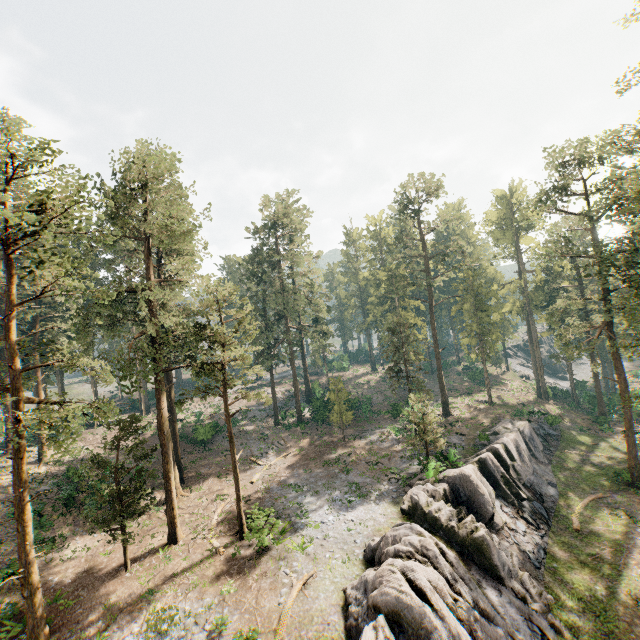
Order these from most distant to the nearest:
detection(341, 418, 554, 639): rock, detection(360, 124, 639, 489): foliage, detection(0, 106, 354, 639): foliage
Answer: detection(360, 124, 639, 489): foliage < detection(0, 106, 354, 639): foliage < detection(341, 418, 554, 639): rock

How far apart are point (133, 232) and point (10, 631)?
25.4 meters

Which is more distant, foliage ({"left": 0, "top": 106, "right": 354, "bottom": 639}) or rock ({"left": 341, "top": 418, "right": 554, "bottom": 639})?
foliage ({"left": 0, "top": 106, "right": 354, "bottom": 639})

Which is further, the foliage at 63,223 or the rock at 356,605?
the foliage at 63,223

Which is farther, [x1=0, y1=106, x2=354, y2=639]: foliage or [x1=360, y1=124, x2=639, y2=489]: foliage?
[x1=360, y1=124, x2=639, y2=489]: foliage

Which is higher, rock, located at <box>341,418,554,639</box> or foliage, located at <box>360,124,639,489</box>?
foliage, located at <box>360,124,639,489</box>

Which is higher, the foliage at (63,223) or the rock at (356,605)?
the foliage at (63,223)
